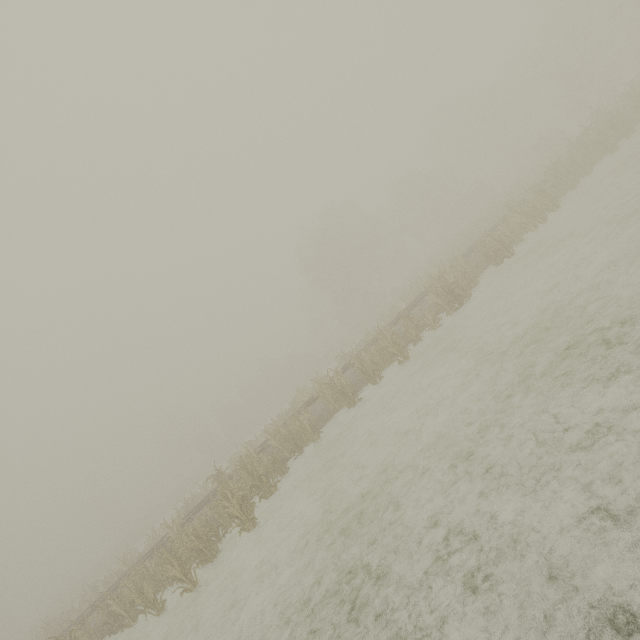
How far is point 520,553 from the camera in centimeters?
342cm
